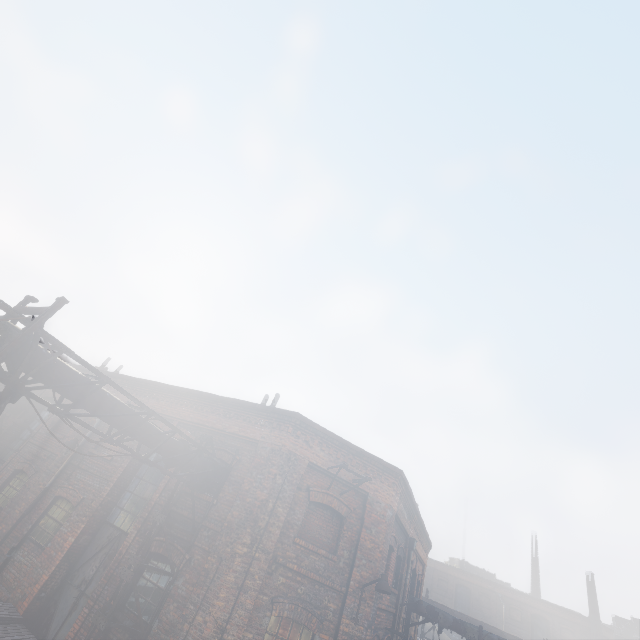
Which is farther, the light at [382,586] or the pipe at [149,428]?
the light at [382,586]

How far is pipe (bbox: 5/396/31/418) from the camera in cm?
1523

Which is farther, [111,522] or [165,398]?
[165,398]

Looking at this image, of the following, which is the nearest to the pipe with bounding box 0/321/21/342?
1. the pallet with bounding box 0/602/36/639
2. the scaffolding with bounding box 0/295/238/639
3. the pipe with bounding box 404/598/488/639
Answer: the scaffolding with bounding box 0/295/238/639

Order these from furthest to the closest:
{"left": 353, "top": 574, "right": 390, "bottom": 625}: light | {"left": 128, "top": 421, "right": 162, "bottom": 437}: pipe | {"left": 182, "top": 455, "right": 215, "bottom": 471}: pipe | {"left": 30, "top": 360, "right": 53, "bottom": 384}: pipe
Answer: {"left": 182, "top": 455, "right": 215, "bottom": 471}: pipe → {"left": 353, "top": 574, "right": 390, "bottom": 625}: light → {"left": 128, "top": 421, "right": 162, "bottom": 437}: pipe → {"left": 30, "top": 360, "right": 53, "bottom": 384}: pipe

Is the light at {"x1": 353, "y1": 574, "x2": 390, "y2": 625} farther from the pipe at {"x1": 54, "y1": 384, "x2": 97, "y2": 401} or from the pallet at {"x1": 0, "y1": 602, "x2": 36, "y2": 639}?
the pallet at {"x1": 0, "y1": 602, "x2": 36, "y2": 639}

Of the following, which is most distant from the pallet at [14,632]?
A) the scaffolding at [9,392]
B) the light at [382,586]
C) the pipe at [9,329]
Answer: the light at [382,586]

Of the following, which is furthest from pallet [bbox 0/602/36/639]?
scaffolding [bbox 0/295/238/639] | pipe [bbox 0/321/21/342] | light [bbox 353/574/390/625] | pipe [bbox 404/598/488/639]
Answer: pipe [bbox 404/598/488/639]
